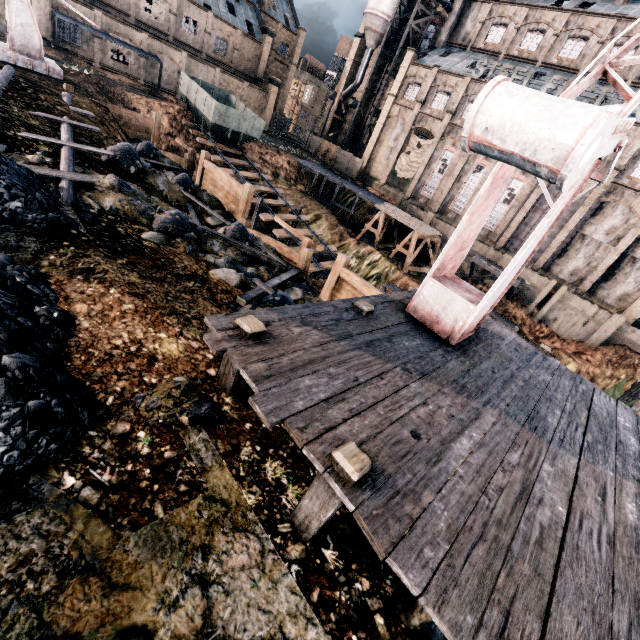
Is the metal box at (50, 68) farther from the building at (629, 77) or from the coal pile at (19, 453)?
the building at (629, 77)

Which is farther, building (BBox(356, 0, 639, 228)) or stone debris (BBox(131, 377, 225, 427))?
building (BBox(356, 0, 639, 228))

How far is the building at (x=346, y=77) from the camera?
49.06m

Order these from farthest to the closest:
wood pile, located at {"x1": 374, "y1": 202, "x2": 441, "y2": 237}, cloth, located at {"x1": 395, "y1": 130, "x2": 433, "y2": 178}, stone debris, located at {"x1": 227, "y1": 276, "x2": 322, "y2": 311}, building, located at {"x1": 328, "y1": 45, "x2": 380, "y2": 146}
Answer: building, located at {"x1": 328, "y1": 45, "x2": 380, "y2": 146} < cloth, located at {"x1": 395, "y1": 130, "x2": 433, "y2": 178} < wood pile, located at {"x1": 374, "y1": 202, "x2": 441, "y2": 237} < stone debris, located at {"x1": 227, "y1": 276, "x2": 322, "y2": 311}

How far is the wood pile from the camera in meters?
32.5

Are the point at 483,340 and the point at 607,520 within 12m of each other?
Result: yes

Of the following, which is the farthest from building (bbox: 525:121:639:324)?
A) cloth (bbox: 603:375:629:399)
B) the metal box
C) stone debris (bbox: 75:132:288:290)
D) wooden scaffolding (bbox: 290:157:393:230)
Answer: stone debris (bbox: 75:132:288:290)

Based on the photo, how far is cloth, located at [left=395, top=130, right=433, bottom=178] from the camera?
40.97m
